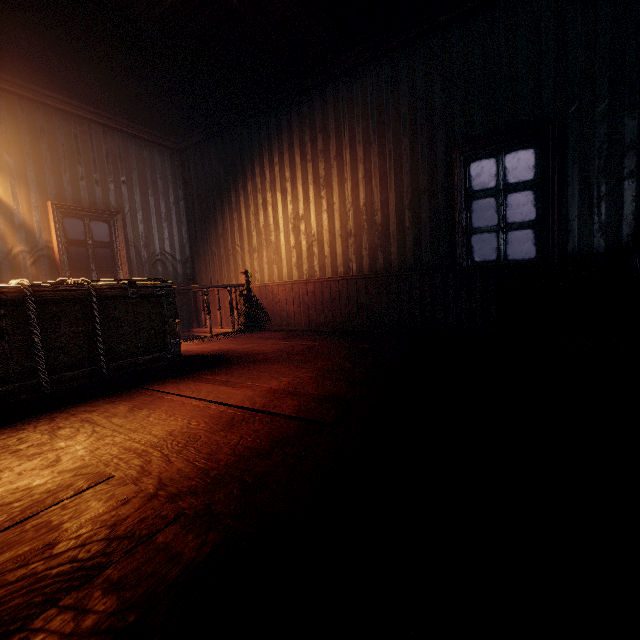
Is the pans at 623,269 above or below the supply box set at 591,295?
above

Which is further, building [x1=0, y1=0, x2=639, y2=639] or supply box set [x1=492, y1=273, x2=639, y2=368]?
supply box set [x1=492, y1=273, x2=639, y2=368]

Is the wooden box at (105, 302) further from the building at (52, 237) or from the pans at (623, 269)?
the pans at (623, 269)

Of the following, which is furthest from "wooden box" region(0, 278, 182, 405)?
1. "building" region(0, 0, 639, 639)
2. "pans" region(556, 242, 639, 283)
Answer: "pans" region(556, 242, 639, 283)

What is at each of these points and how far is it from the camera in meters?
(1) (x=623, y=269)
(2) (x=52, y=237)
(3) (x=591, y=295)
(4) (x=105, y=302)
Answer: (1) pans, 2.2 m
(2) building, 5.0 m
(3) supply box set, 2.3 m
(4) wooden box, 3.0 m

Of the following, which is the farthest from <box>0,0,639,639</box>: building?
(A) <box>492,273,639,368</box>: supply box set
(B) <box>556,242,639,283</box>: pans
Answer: (B) <box>556,242,639,283</box>: pans

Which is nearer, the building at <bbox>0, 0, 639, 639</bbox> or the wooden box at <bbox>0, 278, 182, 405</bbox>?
the building at <bbox>0, 0, 639, 639</bbox>

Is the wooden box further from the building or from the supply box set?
the supply box set
